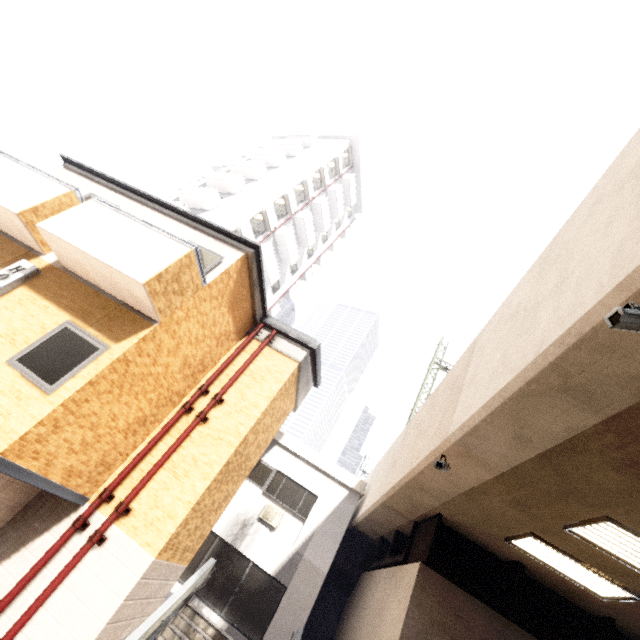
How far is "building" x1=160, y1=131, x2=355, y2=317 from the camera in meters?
24.1 m

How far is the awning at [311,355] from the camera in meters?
9.9

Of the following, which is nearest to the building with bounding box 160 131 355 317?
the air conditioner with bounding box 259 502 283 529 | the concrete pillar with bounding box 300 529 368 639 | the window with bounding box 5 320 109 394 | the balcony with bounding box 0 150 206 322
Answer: the balcony with bounding box 0 150 206 322

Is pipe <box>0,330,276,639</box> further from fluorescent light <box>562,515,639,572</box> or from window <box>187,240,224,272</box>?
fluorescent light <box>562,515,639,572</box>

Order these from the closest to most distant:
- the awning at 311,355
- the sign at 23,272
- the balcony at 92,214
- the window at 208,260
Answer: the balcony at 92,214 → the sign at 23,272 → the window at 208,260 → the awning at 311,355

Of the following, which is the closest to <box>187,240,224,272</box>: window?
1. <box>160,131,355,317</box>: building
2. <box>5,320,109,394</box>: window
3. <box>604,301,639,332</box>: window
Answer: <box>5,320,109,394</box>: window

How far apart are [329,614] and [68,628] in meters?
10.9 m

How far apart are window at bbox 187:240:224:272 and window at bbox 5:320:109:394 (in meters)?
1.99
